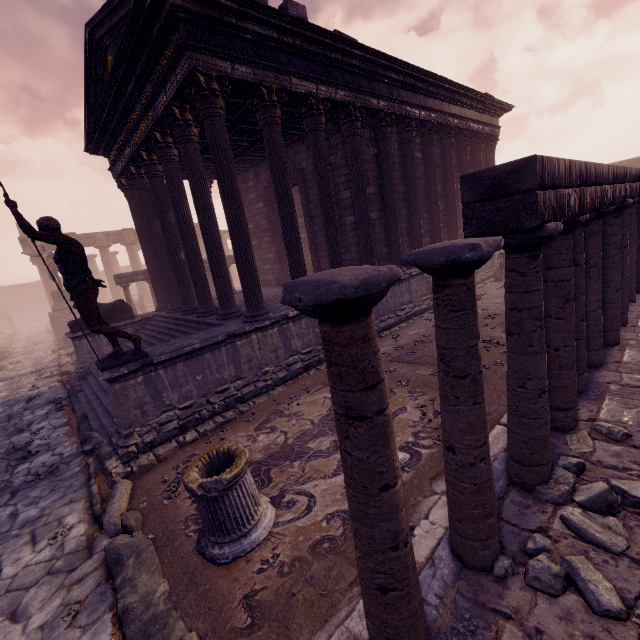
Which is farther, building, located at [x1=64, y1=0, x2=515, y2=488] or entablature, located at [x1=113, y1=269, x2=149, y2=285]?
entablature, located at [x1=113, y1=269, x2=149, y2=285]

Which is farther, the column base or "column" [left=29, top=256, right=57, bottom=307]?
"column" [left=29, top=256, right=57, bottom=307]

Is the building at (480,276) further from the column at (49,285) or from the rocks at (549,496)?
the column at (49,285)

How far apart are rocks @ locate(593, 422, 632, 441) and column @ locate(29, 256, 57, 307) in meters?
35.8 m

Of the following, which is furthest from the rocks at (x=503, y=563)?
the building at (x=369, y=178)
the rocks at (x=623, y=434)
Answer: the building at (x=369, y=178)

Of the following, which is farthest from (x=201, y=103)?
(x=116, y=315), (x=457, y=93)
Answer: (x=457, y=93)

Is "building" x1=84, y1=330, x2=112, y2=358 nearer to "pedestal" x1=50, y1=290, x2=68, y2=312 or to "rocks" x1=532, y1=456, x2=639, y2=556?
"rocks" x1=532, y1=456, x2=639, y2=556

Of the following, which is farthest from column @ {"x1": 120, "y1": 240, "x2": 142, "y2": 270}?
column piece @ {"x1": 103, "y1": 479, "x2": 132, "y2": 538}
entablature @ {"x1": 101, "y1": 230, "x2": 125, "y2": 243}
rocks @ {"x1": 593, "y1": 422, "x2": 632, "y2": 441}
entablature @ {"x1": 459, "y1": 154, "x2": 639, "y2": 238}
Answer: rocks @ {"x1": 593, "y1": 422, "x2": 632, "y2": 441}
